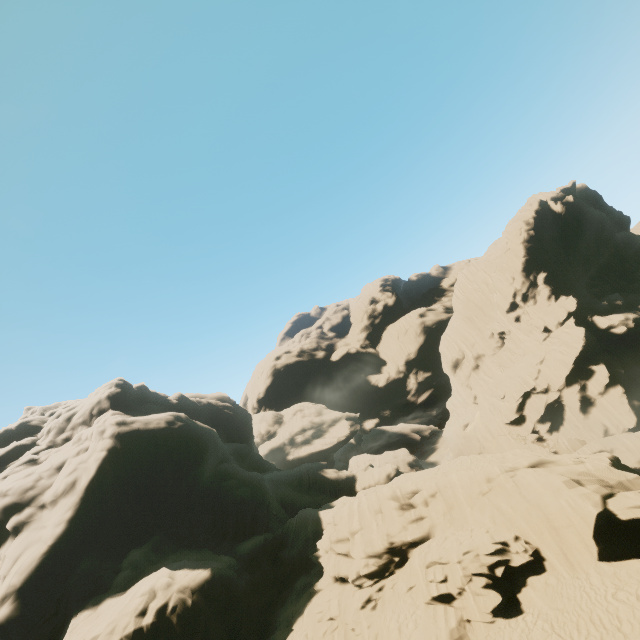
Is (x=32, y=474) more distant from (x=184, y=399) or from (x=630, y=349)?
(x=630, y=349)
